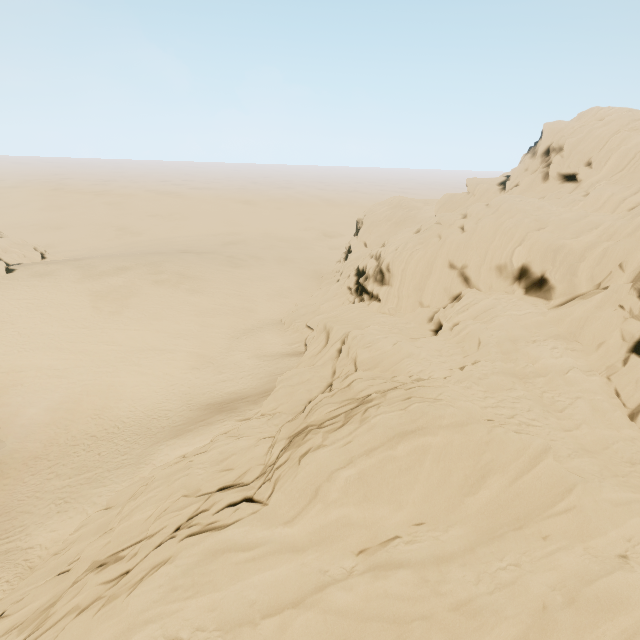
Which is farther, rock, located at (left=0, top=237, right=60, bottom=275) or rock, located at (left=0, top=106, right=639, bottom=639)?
rock, located at (left=0, top=237, right=60, bottom=275)

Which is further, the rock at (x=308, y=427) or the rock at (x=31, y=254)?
the rock at (x=31, y=254)

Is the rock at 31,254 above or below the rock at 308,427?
below

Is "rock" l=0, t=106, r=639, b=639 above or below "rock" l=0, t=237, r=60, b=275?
above

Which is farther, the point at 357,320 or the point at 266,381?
the point at 266,381
